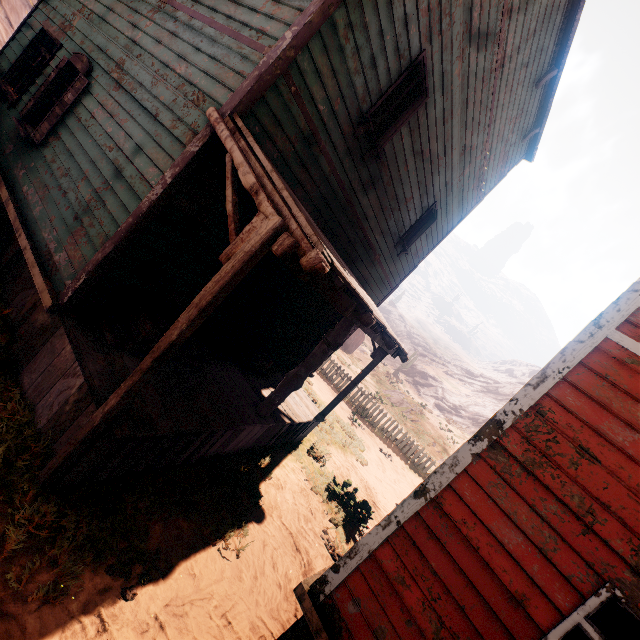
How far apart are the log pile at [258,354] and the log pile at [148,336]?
1.17m

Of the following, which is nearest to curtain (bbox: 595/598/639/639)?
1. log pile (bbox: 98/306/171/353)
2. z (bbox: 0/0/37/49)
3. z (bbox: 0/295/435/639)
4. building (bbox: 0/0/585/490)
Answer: building (bbox: 0/0/585/490)

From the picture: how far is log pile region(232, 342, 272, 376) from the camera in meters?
6.9 m

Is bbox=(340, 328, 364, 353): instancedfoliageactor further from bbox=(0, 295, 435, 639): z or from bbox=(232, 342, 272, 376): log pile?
bbox=(232, 342, 272, 376): log pile

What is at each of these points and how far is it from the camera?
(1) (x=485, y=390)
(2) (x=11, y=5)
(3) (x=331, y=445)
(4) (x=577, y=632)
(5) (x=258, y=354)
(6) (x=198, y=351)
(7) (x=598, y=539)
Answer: (1) z, 55.6m
(2) z, 18.1m
(3) z, 10.0m
(4) curtain, 2.6m
(5) log pile, 7.0m
(6) log pile, 5.5m
(7) building, 2.6m

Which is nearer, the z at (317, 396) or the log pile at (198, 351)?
the log pile at (198, 351)

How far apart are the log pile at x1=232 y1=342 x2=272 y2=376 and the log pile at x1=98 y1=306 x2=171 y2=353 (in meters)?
1.17
